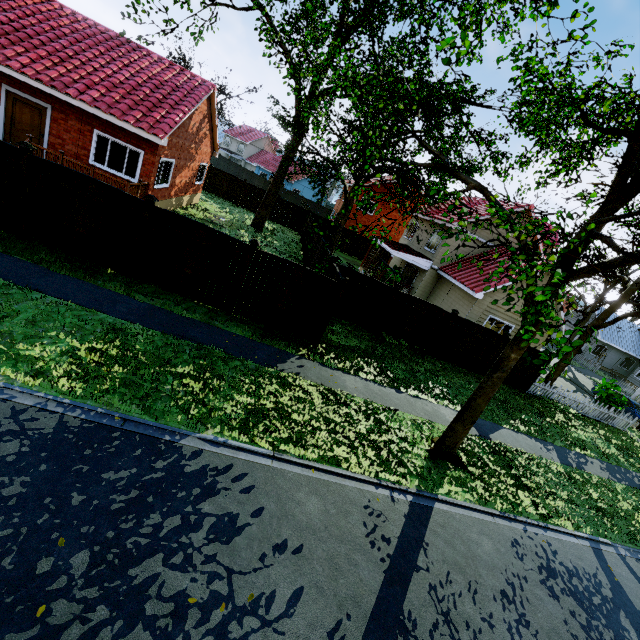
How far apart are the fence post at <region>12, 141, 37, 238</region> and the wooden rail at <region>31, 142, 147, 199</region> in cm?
426

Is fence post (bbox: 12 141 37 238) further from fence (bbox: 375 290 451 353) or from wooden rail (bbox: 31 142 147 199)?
wooden rail (bbox: 31 142 147 199)

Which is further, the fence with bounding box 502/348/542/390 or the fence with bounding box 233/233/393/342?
the fence with bounding box 502/348/542/390

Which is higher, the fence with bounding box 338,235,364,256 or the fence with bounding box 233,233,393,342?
the fence with bounding box 338,235,364,256

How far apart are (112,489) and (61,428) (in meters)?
1.41

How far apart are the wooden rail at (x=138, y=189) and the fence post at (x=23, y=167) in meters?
4.3

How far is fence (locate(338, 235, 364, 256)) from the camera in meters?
32.8 m

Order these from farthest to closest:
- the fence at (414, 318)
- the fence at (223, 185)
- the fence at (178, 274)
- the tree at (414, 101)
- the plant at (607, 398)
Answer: the fence at (223, 185) → the plant at (607, 398) → the fence at (414, 318) → the fence at (178, 274) → the tree at (414, 101)
